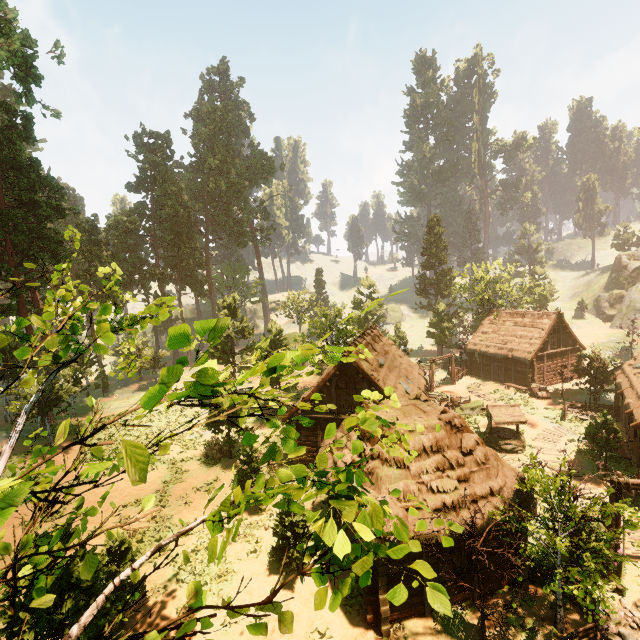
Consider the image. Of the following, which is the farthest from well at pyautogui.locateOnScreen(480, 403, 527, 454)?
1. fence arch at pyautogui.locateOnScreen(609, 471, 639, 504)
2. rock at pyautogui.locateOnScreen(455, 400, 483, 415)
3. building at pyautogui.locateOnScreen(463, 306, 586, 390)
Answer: building at pyautogui.locateOnScreen(463, 306, 586, 390)

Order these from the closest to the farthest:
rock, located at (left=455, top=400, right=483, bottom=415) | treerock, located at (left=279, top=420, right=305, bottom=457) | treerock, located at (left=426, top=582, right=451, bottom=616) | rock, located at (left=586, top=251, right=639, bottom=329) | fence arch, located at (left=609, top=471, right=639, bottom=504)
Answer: treerock, located at (left=426, top=582, right=451, bottom=616)
treerock, located at (left=279, top=420, right=305, bottom=457)
fence arch, located at (left=609, top=471, right=639, bottom=504)
rock, located at (left=455, top=400, right=483, bottom=415)
rock, located at (left=586, top=251, right=639, bottom=329)

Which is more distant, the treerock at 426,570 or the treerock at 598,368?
the treerock at 598,368

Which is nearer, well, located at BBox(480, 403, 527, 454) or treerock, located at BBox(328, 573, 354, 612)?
treerock, located at BBox(328, 573, 354, 612)

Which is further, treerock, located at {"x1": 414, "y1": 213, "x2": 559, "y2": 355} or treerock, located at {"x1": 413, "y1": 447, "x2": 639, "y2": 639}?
treerock, located at {"x1": 414, "y1": 213, "x2": 559, "y2": 355}

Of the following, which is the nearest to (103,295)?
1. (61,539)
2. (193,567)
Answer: (193,567)

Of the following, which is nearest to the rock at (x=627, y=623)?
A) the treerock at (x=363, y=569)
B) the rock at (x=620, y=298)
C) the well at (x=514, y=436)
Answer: the treerock at (x=363, y=569)
